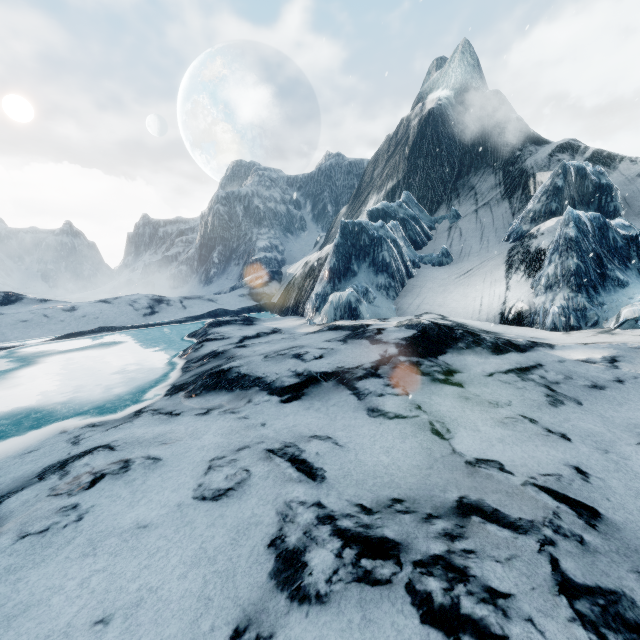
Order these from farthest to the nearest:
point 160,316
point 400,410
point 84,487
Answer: point 160,316
point 400,410
point 84,487
